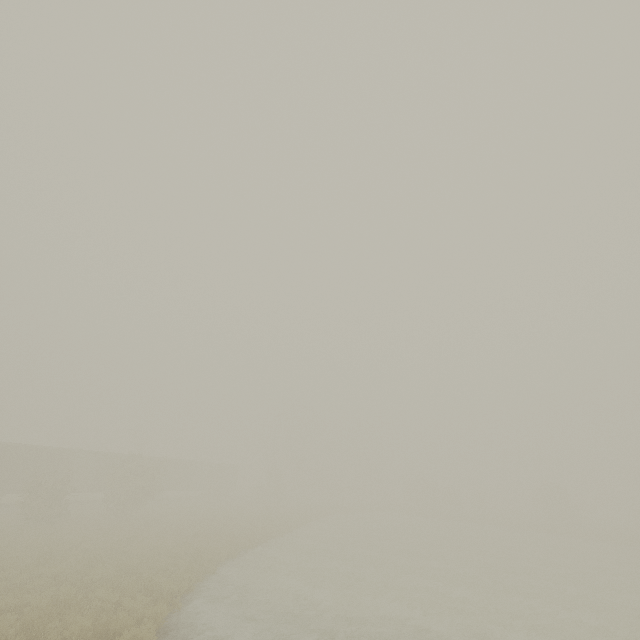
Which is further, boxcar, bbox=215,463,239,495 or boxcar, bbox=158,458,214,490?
boxcar, bbox=215,463,239,495

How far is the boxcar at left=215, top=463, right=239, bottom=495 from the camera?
50.8m

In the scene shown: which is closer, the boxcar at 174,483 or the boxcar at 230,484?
the boxcar at 174,483

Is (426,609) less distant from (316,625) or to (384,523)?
(316,625)

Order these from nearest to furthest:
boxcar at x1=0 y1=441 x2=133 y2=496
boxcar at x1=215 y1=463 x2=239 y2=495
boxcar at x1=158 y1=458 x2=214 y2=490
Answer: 1. boxcar at x1=0 y1=441 x2=133 y2=496
2. boxcar at x1=158 y1=458 x2=214 y2=490
3. boxcar at x1=215 y1=463 x2=239 y2=495
